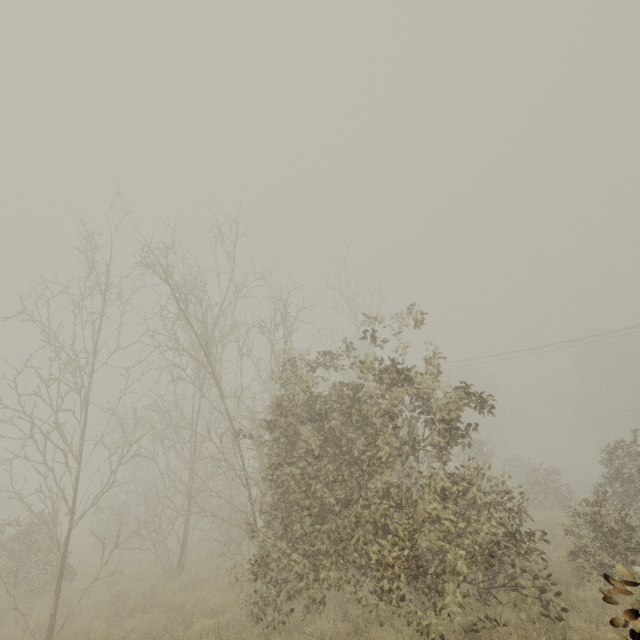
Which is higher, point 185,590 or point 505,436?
point 505,436
